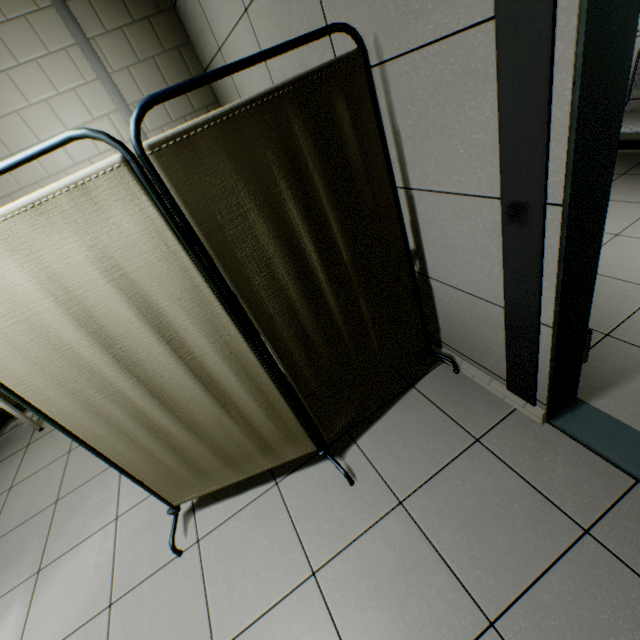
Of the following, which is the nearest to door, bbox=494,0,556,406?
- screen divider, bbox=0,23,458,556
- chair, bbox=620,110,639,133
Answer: screen divider, bbox=0,23,458,556

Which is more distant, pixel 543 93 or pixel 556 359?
pixel 556 359

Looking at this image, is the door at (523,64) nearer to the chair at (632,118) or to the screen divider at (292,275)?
the screen divider at (292,275)

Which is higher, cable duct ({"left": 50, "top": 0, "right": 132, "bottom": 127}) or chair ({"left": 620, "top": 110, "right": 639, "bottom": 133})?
cable duct ({"left": 50, "top": 0, "right": 132, "bottom": 127})

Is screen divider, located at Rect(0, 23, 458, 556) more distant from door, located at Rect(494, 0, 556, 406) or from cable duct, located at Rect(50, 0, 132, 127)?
cable duct, located at Rect(50, 0, 132, 127)

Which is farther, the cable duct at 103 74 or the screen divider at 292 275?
the cable duct at 103 74

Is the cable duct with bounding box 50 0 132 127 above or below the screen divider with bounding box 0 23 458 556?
above

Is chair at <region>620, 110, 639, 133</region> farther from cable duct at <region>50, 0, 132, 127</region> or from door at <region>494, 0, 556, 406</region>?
cable duct at <region>50, 0, 132, 127</region>
